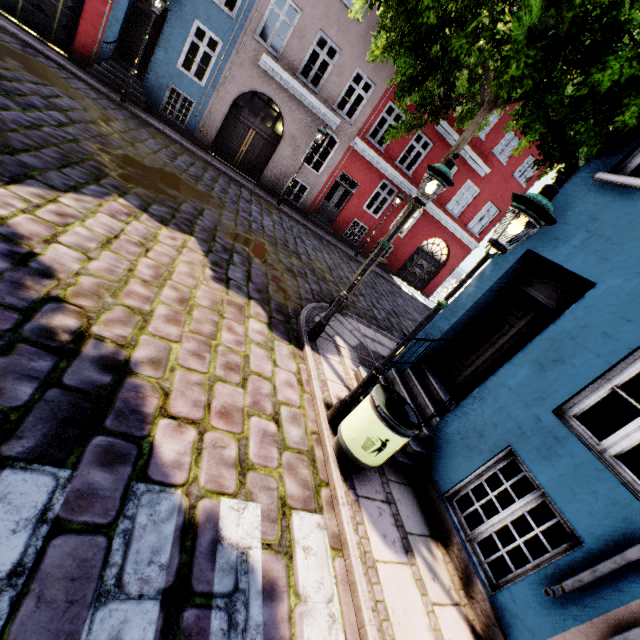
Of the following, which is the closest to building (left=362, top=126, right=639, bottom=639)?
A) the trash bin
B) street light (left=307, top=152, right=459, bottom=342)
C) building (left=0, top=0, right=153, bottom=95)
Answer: the trash bin

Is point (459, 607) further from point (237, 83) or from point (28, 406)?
point (237, 83)

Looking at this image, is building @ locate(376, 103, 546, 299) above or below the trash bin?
above

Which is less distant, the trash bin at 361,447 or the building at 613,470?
the building at 613,470

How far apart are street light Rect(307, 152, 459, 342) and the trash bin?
2.1 meters

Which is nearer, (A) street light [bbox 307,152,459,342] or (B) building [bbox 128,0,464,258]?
(A) street light [bbox 307,152,459,342]

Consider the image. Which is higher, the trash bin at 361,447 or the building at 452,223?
the building at 452,223

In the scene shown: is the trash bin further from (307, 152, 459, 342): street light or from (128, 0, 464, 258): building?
(307, 152, 459, 342): street light
